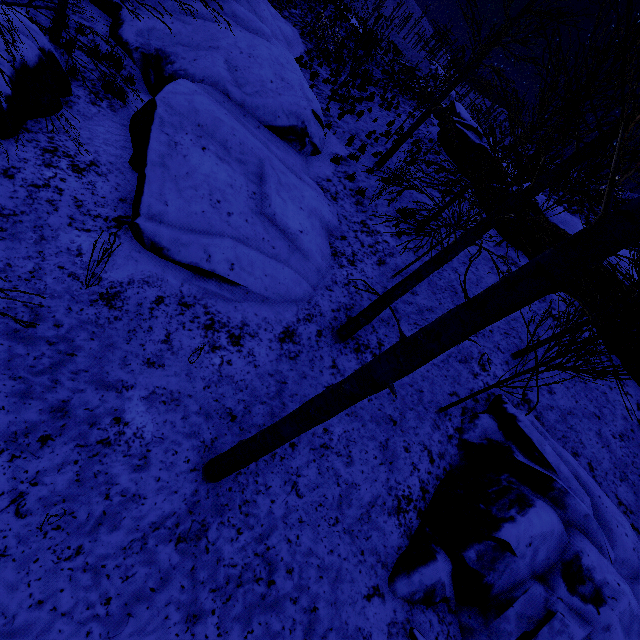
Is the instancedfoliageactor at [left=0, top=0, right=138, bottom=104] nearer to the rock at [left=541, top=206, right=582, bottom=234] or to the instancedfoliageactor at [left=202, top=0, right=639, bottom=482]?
the instancedfoliageactor at [left=202, top=0, right=639, bottom=482]

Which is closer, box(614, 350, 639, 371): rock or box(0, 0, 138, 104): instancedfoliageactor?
box(0, 0, 138, 104): instancedfoliageactor

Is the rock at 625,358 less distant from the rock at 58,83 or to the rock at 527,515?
the rock at 527,515

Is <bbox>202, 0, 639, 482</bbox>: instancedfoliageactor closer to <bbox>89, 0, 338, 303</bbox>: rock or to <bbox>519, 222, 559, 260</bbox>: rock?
<bbox>89, 0, 338, 303</bbox>: rock

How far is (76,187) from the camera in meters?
5.6

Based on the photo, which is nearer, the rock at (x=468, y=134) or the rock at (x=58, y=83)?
the rock at (x=58, y=83)

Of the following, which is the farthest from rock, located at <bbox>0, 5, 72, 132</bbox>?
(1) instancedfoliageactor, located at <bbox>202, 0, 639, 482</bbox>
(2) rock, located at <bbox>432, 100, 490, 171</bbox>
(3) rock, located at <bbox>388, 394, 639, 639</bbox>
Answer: (2) rock, located at <bbox>432, 100, 490, 171</bbox>
